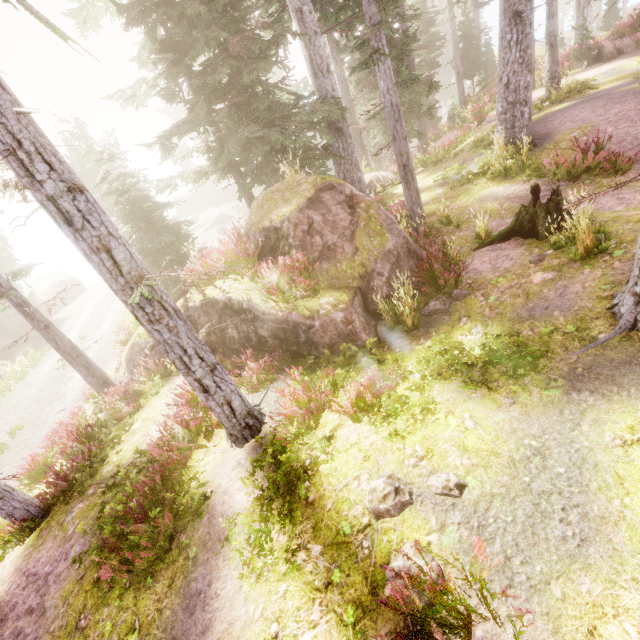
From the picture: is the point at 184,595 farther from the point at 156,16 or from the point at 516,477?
the point at 156,16

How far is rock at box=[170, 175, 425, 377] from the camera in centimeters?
745cm

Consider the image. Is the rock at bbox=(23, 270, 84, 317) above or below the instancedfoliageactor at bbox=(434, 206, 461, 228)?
below

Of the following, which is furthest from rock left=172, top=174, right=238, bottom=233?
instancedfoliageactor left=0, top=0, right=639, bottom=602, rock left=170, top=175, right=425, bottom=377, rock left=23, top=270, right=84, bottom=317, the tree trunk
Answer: the tree trunk

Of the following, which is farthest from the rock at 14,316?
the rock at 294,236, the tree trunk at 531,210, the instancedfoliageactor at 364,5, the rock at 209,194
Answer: the tree trunk at 531,210

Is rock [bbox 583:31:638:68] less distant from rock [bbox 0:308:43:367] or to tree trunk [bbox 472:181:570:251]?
tree trunk [bbox 472:181:570:251]

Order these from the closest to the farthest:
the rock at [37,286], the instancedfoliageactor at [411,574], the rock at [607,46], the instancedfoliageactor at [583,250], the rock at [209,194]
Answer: Result: the instancedfoliageactor at [411,574], the instancedfoliageactor at [583,250], the rock at [607,46], the rock at [37,286], the rock at [209,194]

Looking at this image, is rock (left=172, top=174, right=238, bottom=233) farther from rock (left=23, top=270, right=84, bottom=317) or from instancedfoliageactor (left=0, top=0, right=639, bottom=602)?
rock (left=23, top=270, right=84, bottom=317)
